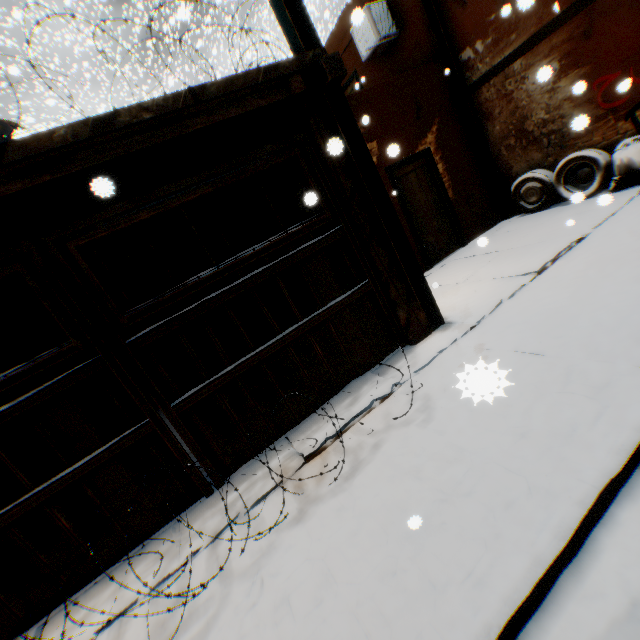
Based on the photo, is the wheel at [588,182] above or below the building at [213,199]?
below

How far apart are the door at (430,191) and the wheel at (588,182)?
0.1 meters

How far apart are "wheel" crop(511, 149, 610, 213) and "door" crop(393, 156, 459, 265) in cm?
9

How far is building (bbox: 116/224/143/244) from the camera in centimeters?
543cm

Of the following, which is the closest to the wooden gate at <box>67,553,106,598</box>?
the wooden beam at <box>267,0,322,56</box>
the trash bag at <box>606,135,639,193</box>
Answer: the wooden beam at <box>267,0,322,56</box>

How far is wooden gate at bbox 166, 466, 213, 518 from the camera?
3.3m

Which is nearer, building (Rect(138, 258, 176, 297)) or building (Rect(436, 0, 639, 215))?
building (Rect(436, 0, 639, 215))

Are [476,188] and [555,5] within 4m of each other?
yes
